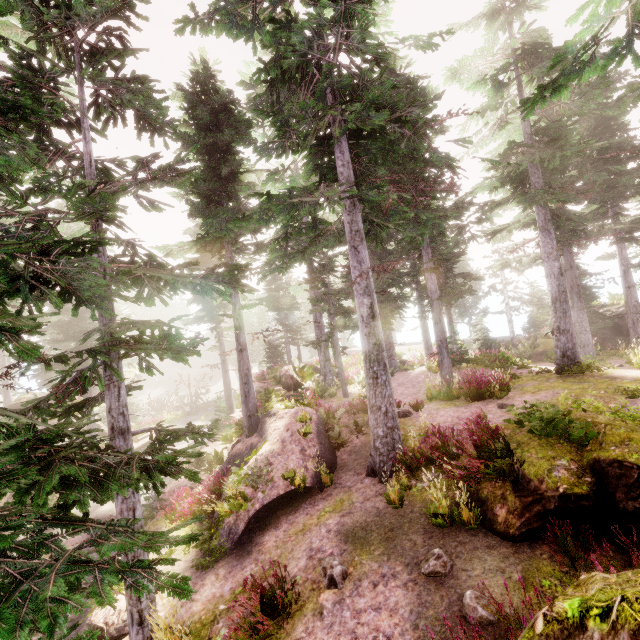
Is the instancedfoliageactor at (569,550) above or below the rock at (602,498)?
below

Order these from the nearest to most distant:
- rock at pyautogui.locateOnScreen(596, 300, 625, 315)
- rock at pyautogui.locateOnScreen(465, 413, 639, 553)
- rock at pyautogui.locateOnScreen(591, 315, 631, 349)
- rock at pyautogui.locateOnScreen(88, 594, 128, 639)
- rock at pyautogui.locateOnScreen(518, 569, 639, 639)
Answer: rock at pyautogui.locateOnScreen(518, 569, 639, 639)
rock at pyautogui.locateOnScreen(465, 413, 639, 553)
rock at pyautogui.locateOnScreen(88, 594, 128, 639)
rock at pyautogui.locateOnScreen(591, 315, 631, 349)
rock at pyautogui.locateOnScreen(596, 300, 625, 315)

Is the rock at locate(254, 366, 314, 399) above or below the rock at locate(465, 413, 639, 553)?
above

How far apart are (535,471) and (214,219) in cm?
1040

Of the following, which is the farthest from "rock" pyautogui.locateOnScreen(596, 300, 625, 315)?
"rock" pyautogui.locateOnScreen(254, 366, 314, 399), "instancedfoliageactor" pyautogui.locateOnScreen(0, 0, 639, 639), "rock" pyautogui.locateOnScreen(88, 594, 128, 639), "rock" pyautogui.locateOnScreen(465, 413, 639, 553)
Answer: "rock" pyautogui.locateOnScreen(88, 594, 128, 639)

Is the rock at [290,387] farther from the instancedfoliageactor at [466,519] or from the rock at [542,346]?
the rock at [542,346]

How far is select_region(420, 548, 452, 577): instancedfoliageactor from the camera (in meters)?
5.47

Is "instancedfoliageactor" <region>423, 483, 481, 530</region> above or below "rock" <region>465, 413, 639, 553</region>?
below
